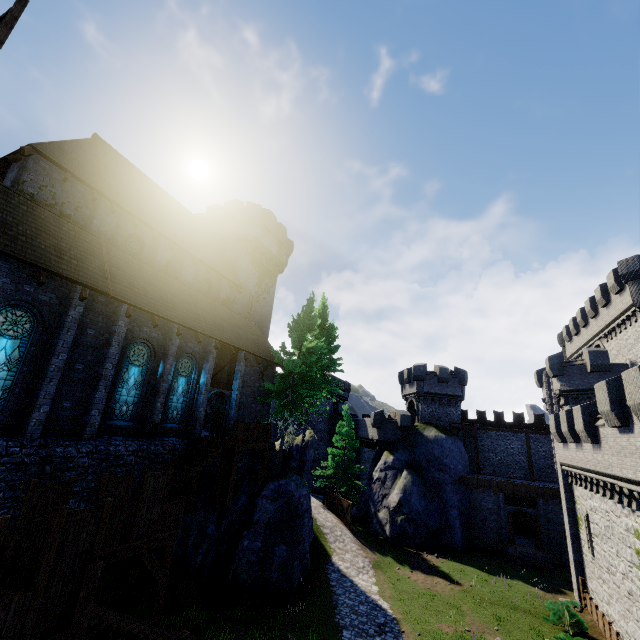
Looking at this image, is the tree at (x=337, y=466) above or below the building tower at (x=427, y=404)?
below

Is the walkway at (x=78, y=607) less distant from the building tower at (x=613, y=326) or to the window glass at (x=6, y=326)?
the window glass at (x=6, y=326)

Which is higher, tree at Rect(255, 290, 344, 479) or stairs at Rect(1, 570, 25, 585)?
tree at Rect(255, 290, 344, 479)

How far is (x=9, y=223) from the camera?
11.7 meters

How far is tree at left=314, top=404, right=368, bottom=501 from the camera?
33.50m

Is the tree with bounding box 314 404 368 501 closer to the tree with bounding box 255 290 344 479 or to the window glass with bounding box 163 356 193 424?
the tree with bounding box 255 290 344 479

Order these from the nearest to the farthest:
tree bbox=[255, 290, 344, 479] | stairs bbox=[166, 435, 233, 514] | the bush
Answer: stairs bbox=[166, 435, 233, 514] < the bush < tree bbox=[255, 290, 344, 479]

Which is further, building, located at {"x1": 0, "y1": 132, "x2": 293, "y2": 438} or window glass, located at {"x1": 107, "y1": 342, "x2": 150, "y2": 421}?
window glass, located at {"x1": 107, "y1": 342, "x2": 150, "y2": 421}
